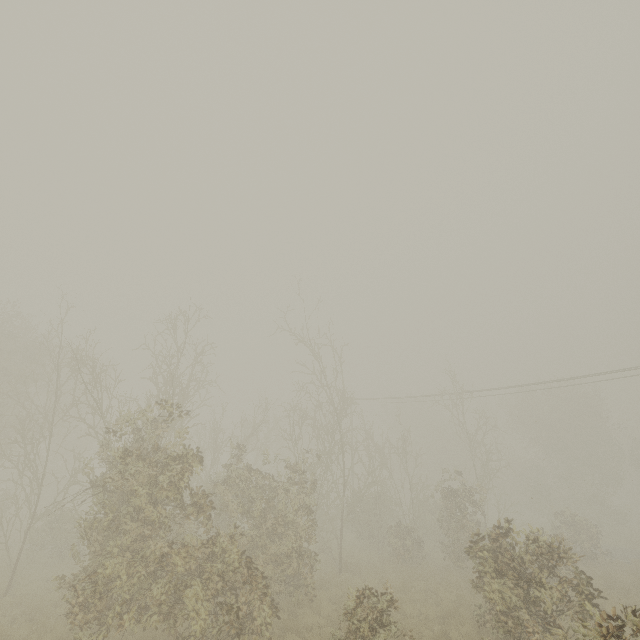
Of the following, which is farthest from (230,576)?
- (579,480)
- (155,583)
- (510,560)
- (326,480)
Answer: (579,480)
